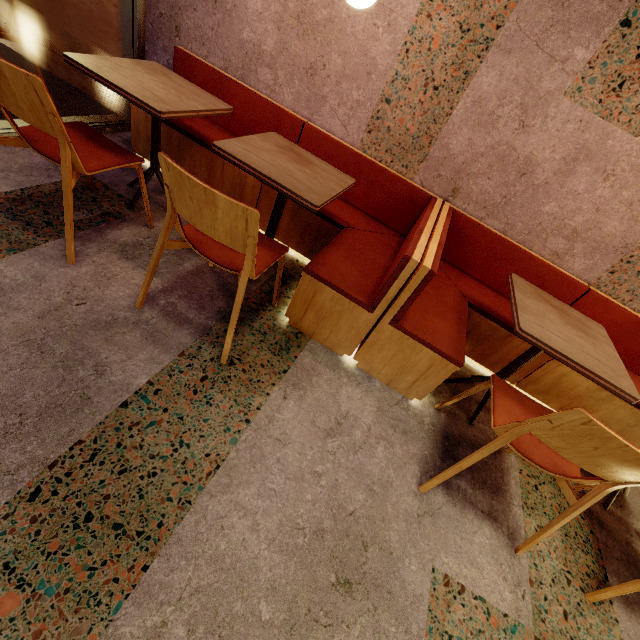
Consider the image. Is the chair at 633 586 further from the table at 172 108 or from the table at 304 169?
the table at 172 108

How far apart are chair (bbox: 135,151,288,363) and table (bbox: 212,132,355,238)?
0.2 meters

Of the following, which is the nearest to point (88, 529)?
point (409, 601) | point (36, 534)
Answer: point (36, 534)

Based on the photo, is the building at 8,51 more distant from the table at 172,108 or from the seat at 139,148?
the table at 172,108

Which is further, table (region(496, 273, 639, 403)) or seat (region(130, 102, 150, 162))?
seat (region(130, 102, 150, 162))

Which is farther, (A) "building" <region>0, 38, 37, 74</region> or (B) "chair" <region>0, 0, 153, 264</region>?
(A) "building" <region>0, 38, 37, 74</region>

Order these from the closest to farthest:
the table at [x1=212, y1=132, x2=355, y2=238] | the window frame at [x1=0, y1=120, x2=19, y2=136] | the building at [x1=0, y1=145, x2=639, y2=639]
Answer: the building at [x1=0, y1=145, x2=639, y2=639], the table at [x1=212, y1=132, x2=355, y2=238], the window frame at [x1=0, y1=120, x2=19, y2=136]

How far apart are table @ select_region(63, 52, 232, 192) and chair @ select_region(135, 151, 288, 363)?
0.52m
